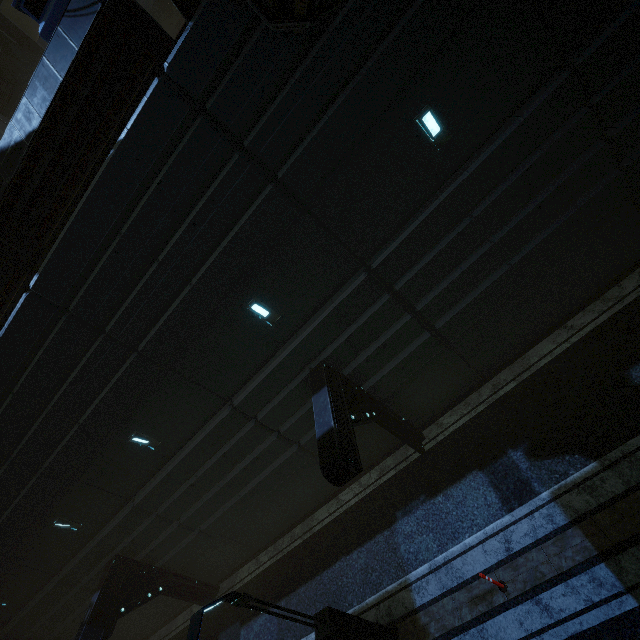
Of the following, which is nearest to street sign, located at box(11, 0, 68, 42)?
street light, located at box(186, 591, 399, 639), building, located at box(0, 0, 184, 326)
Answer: building, located at box(0, 0, 184, 326)

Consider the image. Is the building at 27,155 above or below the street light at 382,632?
above

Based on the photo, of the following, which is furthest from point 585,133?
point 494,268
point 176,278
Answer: point 176,278

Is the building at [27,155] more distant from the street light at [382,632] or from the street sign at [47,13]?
the street light at [382,632]

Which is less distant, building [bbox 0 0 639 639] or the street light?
the street light

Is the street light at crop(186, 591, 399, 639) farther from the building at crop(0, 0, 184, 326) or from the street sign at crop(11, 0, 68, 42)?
the street sign at crop(11, 0, 68, 42)
